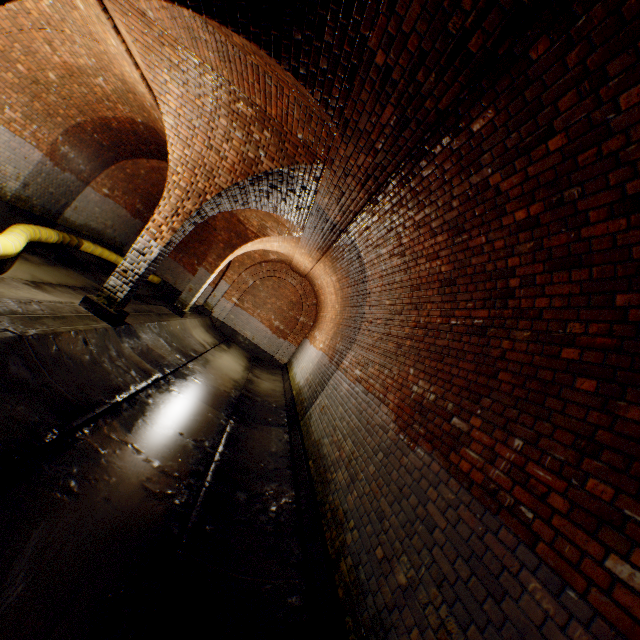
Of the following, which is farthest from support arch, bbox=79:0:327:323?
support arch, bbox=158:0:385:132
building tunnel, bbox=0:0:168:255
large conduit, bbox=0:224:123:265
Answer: large conduit, bbox=0:224:123:265

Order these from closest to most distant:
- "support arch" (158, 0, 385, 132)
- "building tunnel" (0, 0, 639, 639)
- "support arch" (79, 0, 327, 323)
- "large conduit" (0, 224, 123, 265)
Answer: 1. "building tunnel" (0, 0, 639, 639)
2. "support arch" (158, 0, 385, 132)
3. "support arch" (79, 0, 327, 323)
4. "large conduit" (0, 224, 123, 265)

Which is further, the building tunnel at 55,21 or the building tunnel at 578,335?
the building tunnel at 55,21

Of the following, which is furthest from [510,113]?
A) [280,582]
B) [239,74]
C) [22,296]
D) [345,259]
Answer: [22,296]

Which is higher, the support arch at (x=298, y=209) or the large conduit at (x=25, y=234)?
the support arch at (x=298, y=209)

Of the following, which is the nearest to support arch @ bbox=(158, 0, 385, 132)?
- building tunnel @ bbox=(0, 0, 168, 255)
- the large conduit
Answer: building tunnel @ bbox=(0, 0, 168, 255)

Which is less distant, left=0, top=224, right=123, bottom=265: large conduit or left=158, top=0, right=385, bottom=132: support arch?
left=158, top=0, right=385, bottom=132: support arch
